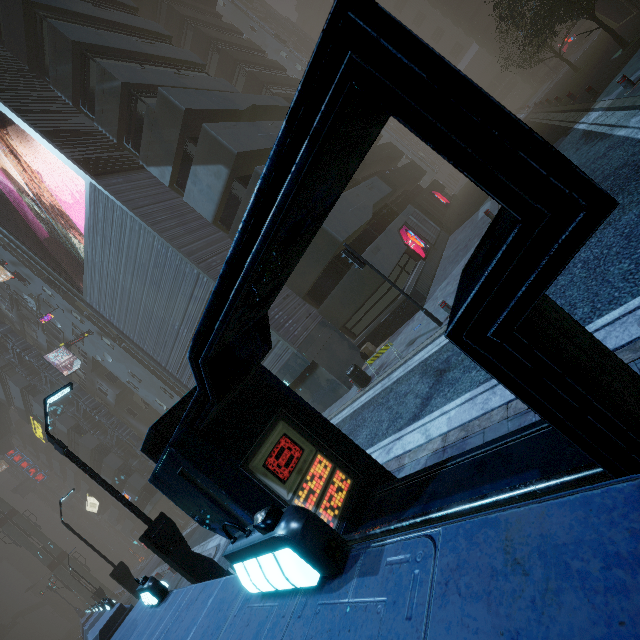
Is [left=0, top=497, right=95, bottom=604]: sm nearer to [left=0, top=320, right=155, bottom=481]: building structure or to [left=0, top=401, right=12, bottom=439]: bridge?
[left=0, top=401, right=12, bottom=439]: bridge

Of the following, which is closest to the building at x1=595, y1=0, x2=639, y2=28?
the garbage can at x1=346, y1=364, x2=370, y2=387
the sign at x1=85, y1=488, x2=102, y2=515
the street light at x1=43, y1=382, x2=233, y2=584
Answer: the sign at x1=85, y1=488, x2=102, y2=515

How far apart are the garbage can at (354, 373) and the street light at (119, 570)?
12.7m

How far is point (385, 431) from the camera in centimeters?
808cm

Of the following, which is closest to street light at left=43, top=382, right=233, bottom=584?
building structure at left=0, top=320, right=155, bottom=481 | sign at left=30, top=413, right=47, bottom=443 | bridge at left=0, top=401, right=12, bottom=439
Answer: building structure at left=0, top=320, right=155, bottom=481

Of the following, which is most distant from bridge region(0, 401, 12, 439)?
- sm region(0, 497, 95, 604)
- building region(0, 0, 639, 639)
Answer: sm region(0, 497, 95, 604)

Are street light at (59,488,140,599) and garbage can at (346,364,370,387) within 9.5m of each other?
no

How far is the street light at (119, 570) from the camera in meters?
13.7
